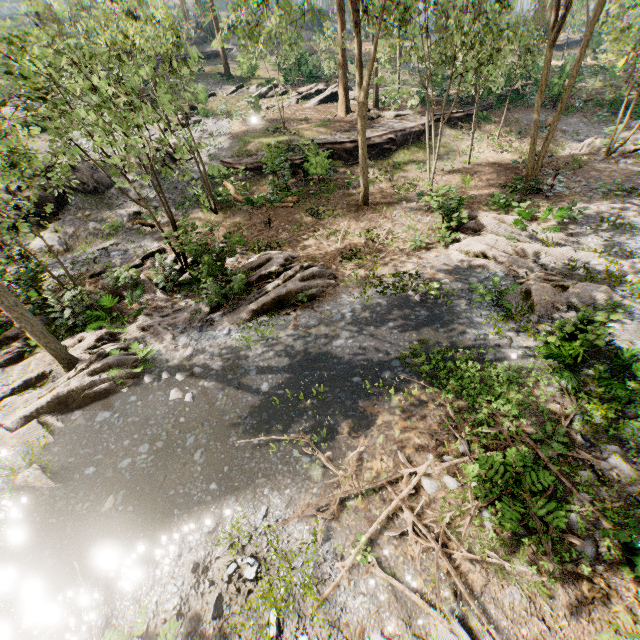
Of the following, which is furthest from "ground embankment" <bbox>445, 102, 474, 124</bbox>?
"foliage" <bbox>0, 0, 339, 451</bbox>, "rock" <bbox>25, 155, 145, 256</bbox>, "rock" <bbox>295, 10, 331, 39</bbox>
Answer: "rock" <bbox>295, 10, 331, 39</bbox>

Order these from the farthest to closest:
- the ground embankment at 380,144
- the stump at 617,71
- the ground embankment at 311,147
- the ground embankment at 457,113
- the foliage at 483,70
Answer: the stump at 617,71
the ground embankment at 457,113
the ground embankment at 380,144
the ground embankment at 311,147
the foliage at 483,70

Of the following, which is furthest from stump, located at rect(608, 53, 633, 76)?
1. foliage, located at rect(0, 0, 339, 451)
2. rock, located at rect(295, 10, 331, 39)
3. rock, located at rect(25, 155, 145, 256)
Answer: rock, located at rect(25, 155, 145, 256)

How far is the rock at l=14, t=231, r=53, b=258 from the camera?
16.6 meters

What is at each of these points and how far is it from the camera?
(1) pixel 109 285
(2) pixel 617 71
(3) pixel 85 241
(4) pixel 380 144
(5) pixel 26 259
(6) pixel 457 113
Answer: (1) foliage, 13.4m
(2) stump, 31.8m
(3) rock, 17.4m
(4) ground embankment, 22.7m
(5) rock, 16.7m
(6) ground embankment, 25.5m

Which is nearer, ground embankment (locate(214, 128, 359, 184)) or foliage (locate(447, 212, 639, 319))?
foliage (locate(447, 212, 639, 319))

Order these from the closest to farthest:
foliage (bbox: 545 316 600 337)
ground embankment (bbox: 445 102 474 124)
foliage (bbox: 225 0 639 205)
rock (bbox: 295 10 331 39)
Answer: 1. foliage (bbox: 545 316 600 337)
2. foliage (bbox: 225 0 639 205)
3. ground embankment (bbox: 445 102 474 124)
4. rock (bbox: 295 10 331 39)

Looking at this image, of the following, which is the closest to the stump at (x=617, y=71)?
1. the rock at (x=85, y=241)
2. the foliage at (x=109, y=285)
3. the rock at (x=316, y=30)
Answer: the foliage at (x=109, y=285)
